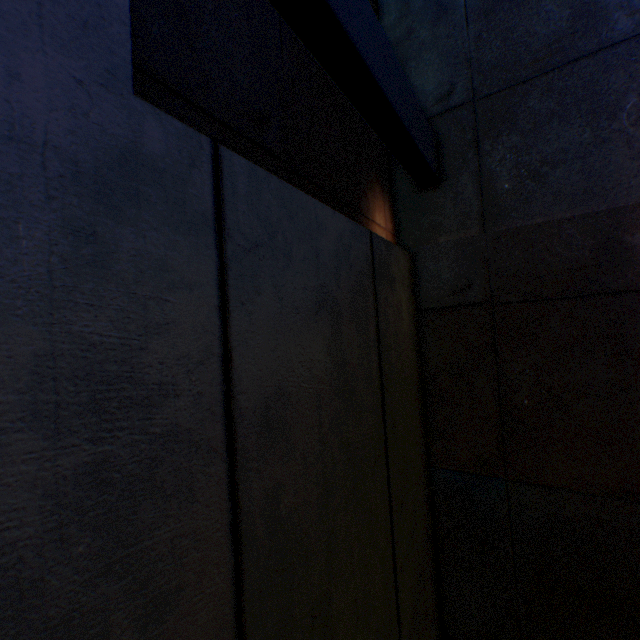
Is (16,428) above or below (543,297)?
below

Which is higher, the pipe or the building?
the pipe

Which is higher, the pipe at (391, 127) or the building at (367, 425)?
the pipe at (391, 127)
